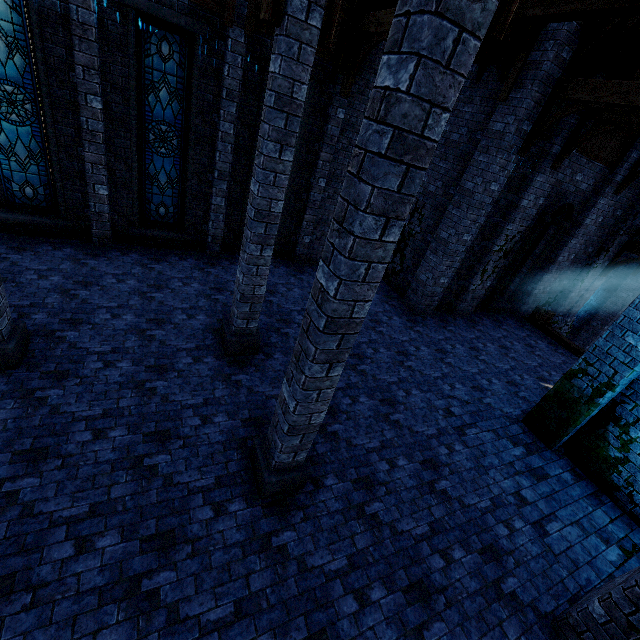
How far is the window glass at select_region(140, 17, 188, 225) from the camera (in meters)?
7.45

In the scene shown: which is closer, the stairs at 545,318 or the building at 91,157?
the building at 91,157

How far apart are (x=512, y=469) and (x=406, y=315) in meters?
5.5 m

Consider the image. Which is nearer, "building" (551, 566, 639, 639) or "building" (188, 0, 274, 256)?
"building" (551, 566, 639, 639)

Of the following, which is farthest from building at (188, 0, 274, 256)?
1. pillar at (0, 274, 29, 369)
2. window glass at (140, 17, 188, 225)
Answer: window glass at (140, 17, 188, 225)

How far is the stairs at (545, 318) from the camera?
12.1m

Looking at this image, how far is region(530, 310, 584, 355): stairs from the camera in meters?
12.1

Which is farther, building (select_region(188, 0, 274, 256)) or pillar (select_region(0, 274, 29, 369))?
building (select_region(188, 0, 274, 256))
